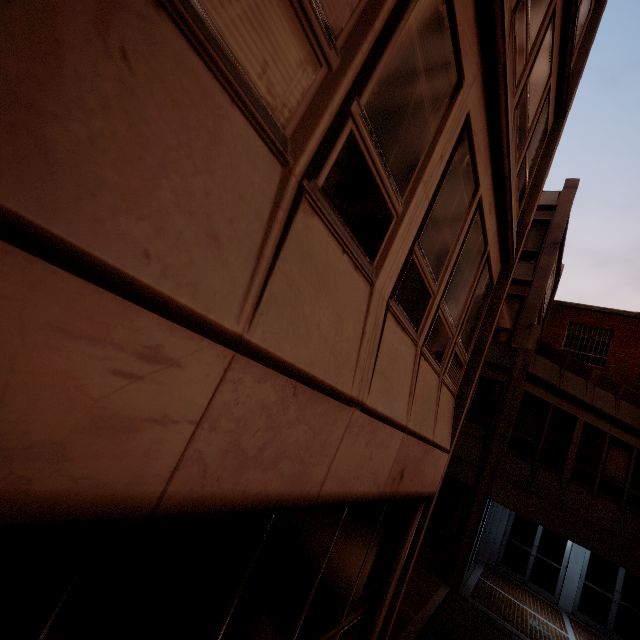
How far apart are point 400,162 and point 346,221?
0.8m
